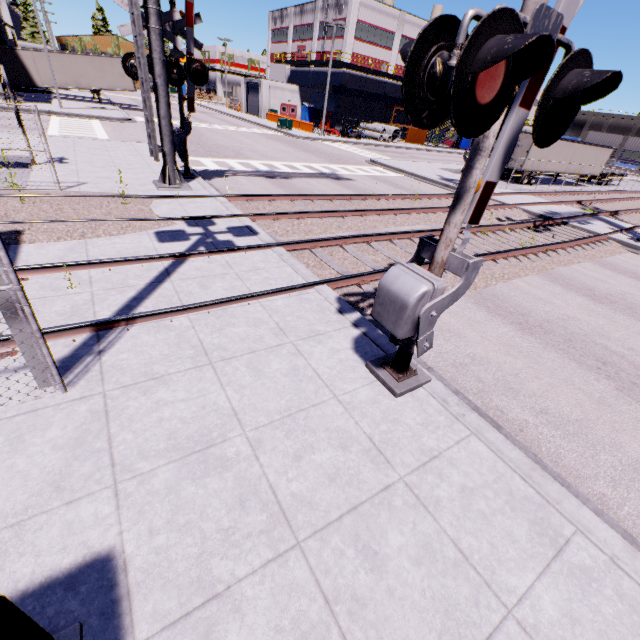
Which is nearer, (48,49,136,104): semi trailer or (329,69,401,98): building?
(48,49,136,104): semi trailer

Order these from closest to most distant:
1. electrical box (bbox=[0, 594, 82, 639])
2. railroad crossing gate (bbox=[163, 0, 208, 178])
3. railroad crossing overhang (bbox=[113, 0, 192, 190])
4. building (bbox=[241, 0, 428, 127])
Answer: electrical box (bbox=[0, 594, 82, 639]) → railroad crossing overhang (bbox=[113, 0, 192, 190]) → railroad crossing gate (bbox=[163, 0, 208, 178]) → building (bbox=[241, 0, 428, 127])

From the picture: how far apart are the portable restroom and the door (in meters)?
0.77

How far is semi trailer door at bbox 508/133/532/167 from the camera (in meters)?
26.77

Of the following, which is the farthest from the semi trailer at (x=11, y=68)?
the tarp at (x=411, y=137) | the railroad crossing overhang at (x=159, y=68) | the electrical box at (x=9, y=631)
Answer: the electrical box at (x=9, y=631)

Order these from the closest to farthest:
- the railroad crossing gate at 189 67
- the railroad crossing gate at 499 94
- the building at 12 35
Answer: the railroad crossing gate at 499 94, the railroad crossing gate at 189 67, the building at 12 35

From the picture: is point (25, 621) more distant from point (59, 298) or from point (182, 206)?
point (182, 206)

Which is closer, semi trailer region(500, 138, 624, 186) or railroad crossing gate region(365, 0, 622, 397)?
railroad crossing gate region(365, 0, 622, 397)
